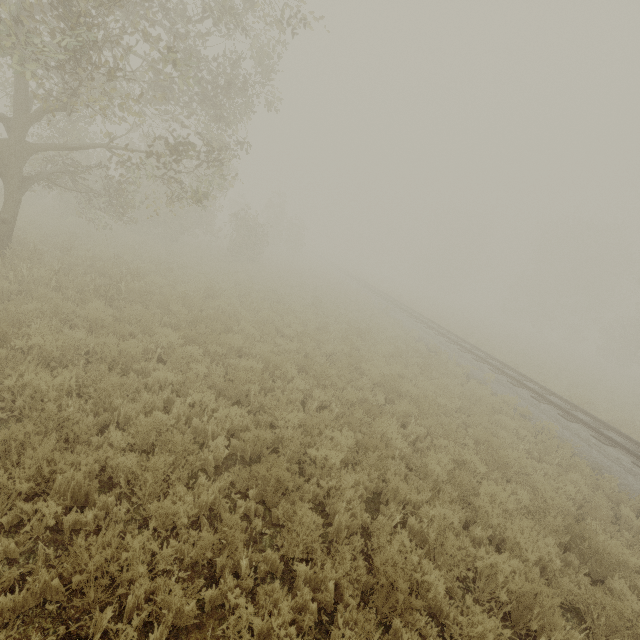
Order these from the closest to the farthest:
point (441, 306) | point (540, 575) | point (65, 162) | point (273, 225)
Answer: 1. point (540, 575)
2. point (65, 162)
3. point (273, 225)
4. point (441, 306)
